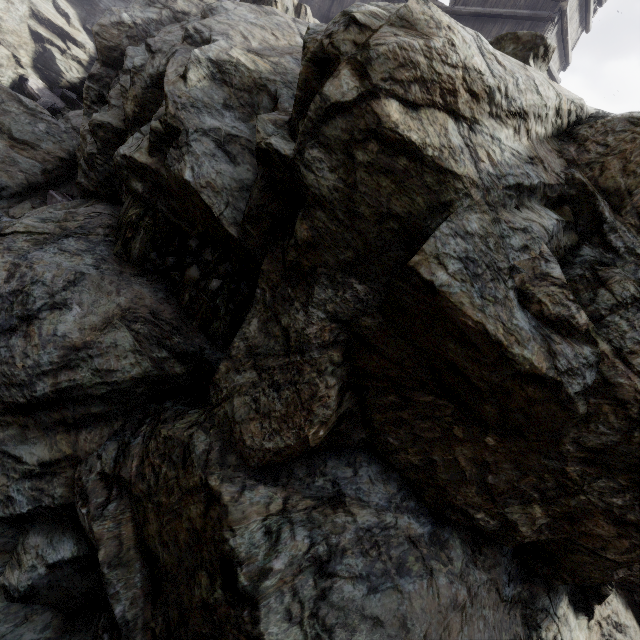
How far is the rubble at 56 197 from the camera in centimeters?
648cm

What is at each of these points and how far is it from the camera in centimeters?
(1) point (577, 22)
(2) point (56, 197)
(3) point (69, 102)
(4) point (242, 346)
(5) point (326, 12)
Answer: (1) building, 1084cm
(2) rubble, 650cm
(3) rubble, 1242cm
(4) rock, 294cm
(5) building, 1551cm

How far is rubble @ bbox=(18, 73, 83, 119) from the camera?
11.50m

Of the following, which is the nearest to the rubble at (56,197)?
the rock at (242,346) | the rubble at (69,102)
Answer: the rock at (242,346)

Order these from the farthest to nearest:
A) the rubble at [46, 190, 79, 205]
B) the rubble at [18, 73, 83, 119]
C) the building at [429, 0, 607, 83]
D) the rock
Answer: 1. the rubble at [18, 73, 83, 119]
2. the building at [429, 0, 607, 83]
3. the rubble at [46, 190, 79, 205]
4. the rock

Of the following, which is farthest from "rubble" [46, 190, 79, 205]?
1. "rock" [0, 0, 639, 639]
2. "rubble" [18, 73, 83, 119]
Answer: "rubble" [18, 73, 83, 119]

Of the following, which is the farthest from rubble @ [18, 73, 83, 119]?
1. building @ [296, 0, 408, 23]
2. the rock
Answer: building @ [296, 0, 408, 23]

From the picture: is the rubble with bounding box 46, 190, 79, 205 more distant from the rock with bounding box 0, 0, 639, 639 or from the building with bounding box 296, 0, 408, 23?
the building with bounding box 296, 0, 408, 23
